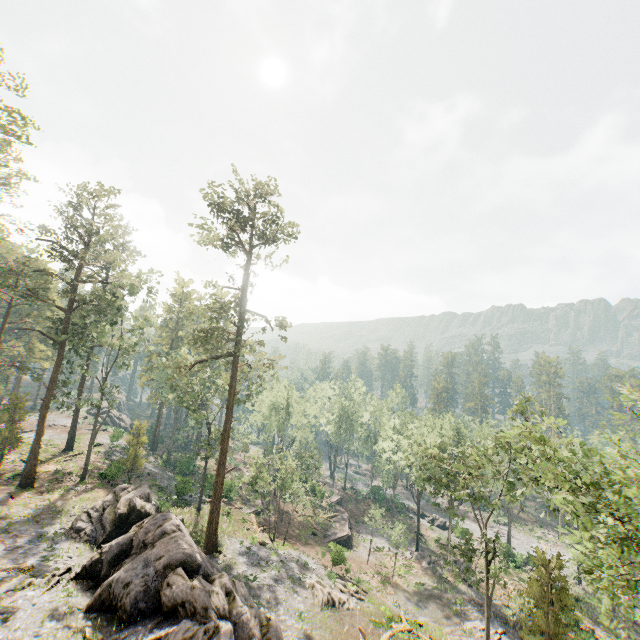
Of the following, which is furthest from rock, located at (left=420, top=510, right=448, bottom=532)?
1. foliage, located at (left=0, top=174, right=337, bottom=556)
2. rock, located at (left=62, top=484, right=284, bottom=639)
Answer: rock, located at (left=62, top=484, right=284, bottom=639)

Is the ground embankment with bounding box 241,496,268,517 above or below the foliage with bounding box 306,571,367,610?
below

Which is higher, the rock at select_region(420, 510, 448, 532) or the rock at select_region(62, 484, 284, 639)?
the rock at select_region(62, 484, 284, 639)

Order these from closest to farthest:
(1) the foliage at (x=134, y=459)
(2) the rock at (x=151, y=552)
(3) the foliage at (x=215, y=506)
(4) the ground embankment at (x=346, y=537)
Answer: (2) the rock at (x=151, y=552) < (3) the foliage at (x=215, y=506) < (1) the foliage at (x=134, y=459) < (4) the ground embankment at (x=346, y=537)

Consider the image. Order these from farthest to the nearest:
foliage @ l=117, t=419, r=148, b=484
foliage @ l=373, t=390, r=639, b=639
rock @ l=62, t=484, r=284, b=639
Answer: foliage @ l=117, t=419, r=148, b=484 < rock @ l=62, t=484, r=284, b=639 < foliage @ l=373, t=390, r=639, b=639

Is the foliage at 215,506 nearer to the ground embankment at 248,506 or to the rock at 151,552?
the rock at 151,552

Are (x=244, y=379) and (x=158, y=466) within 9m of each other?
no

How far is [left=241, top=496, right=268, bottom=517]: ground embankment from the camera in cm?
4285
